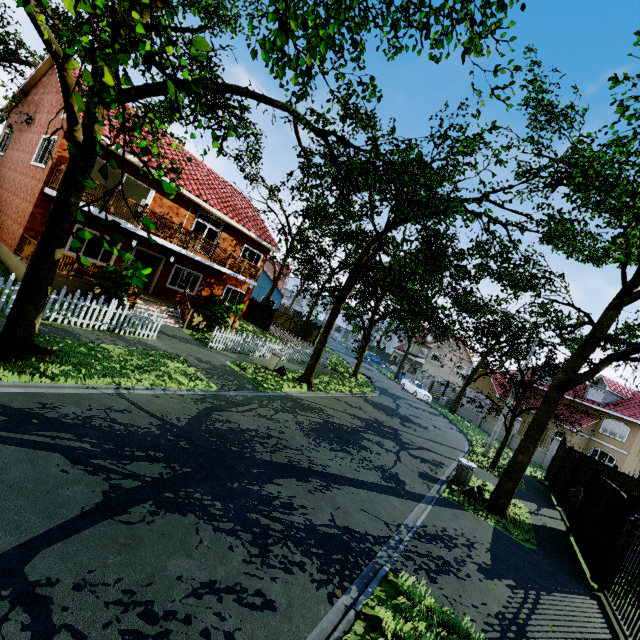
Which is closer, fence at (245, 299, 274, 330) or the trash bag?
the trash bag

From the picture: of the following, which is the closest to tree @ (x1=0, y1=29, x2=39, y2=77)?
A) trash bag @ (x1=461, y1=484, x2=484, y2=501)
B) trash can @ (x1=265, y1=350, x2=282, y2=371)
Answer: trash bag @ (x1=461, y1=484, x2=484, y2=501)

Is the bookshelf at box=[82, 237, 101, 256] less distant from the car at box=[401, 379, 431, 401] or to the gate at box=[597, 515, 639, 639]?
the gate at box=[597, 515, 639, 639]

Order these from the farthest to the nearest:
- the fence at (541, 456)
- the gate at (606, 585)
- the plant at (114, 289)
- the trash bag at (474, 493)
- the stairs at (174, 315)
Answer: the fence at (541, 456), the stairs at (174, 315), the plant at (114, 289), the trash bag at (474, 493), the gate at (606, 585)

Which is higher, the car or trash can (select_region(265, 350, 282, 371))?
trash can (select_region(265, 350, 282, 371))

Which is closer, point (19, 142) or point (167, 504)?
point (167, 504)

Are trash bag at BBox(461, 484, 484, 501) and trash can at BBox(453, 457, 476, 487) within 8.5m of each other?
yes

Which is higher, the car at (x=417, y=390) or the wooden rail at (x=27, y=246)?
the wooden rail at (x=27, y=246)
